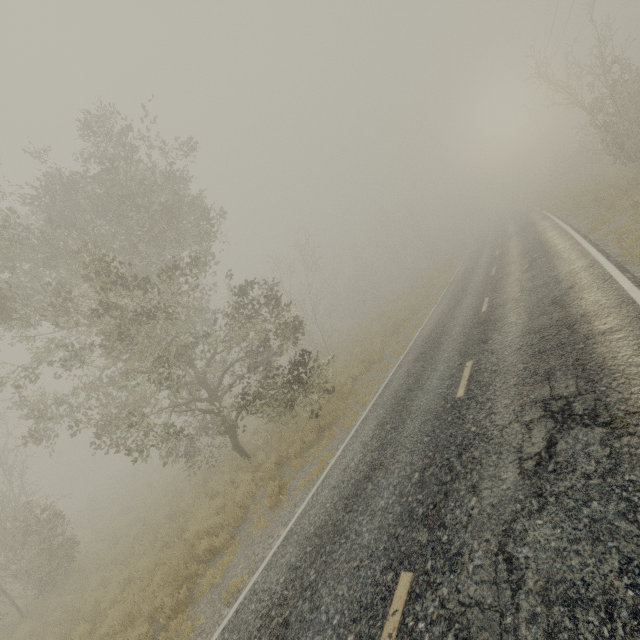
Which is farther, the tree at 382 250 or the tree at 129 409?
the tree at 382 250

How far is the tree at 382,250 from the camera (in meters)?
47.50

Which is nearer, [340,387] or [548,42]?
[340,387]

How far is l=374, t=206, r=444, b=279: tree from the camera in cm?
4750

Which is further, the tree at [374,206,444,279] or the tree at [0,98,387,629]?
the tree at [374,206,444,279]
